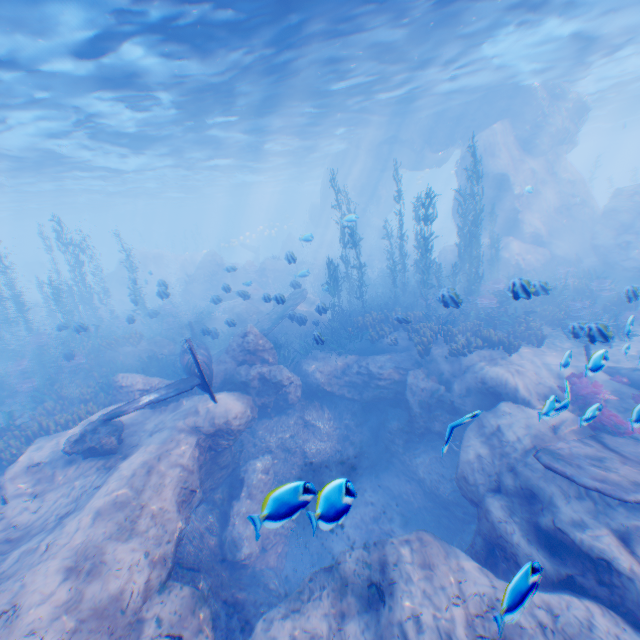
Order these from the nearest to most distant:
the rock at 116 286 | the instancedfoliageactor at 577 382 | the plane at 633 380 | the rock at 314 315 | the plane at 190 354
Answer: the instancedfoliageactor at 577 382
the plane at 190 354
the plane at 633 380
the rock at 314 315
the rock at 116 286

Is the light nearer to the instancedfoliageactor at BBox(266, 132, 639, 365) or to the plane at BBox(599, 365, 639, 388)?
the instancedfoliageactor at BBox(266, 132, 639, 365)

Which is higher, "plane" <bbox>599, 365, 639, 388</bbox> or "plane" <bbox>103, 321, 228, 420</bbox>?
"plane" <bbox>103, 321, 228, 420</bbox>

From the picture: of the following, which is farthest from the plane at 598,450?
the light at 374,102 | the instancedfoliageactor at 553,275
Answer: the light at 374,102

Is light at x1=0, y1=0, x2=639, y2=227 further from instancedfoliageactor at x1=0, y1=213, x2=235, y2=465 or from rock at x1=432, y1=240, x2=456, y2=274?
instancedfoliageactor at x1=0, y1=213, x2=235, y2=465

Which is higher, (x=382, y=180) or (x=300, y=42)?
(x=300, y=42)

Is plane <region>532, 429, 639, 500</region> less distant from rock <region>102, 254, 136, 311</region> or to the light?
rock <region>102, 254, 136, 311</region>

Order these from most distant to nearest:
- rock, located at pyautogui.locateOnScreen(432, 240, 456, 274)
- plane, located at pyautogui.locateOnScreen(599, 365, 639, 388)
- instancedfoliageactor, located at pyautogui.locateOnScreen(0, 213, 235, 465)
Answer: rock, located at pyautogui.locateOnScreen(432, 240, 456, 274) → instancedfoliageactor, located at pyautogui.locateOnScreen(0, 213, 235, 465) → plane, located at pyautogui.locateOnScreen(599, 365, 639, 388)
